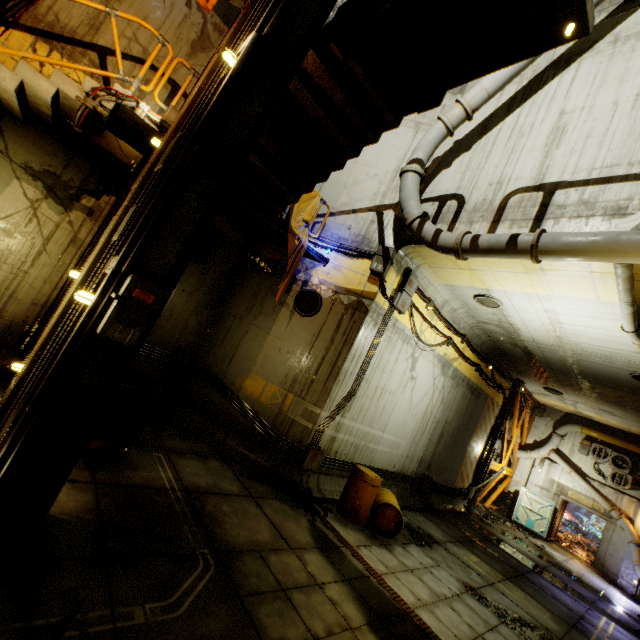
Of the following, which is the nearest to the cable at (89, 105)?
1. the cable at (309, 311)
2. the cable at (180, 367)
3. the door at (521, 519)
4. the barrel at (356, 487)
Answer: the cable at (309, 311)

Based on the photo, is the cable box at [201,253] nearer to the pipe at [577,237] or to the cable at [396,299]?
the cable at [396,299]

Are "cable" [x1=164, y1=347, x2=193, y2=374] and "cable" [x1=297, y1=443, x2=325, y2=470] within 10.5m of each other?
yes

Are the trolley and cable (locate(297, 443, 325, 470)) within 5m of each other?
yes

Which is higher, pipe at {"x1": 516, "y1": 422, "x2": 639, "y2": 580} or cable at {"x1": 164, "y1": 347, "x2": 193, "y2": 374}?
pipe at {"x1": 516, "y1": 422, "x2": 639, "y2": 580}

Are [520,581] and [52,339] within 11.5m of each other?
no

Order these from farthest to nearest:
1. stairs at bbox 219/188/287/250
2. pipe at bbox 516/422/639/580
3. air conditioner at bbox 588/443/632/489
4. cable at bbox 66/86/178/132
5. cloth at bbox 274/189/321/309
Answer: air conditioner at bbox 588/443/632/489 < pipe at bbox 516/422/639/580 < cloth at bbox 274/189/321/309 < stairs at bbox 219/188/287/250 < cable at bbox 66/86/178/132

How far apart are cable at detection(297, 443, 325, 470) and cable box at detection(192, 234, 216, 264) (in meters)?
5.59
